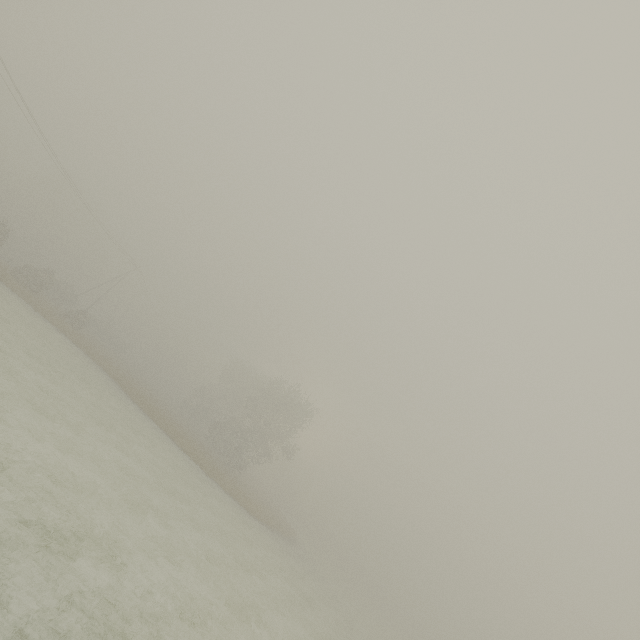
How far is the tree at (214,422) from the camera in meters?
40.0

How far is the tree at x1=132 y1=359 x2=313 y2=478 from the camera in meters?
40.0

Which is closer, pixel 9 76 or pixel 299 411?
pixel 9 76
